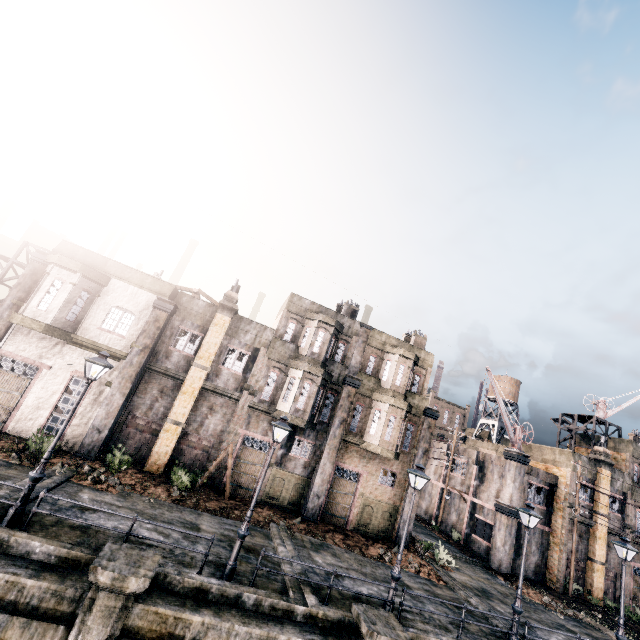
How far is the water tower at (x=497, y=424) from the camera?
48.8m

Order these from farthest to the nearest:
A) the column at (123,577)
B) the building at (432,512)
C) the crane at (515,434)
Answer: the building at (432,512), the crane at (515,434), the column at (123,577)

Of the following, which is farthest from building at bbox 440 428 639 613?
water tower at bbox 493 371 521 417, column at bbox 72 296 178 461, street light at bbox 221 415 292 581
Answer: column at bbox 72 296 178 461

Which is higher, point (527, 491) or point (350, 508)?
point (527, 491)

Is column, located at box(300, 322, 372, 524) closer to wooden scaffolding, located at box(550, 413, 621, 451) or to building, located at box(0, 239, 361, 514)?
building, located at box(0, 239, 361, 514)

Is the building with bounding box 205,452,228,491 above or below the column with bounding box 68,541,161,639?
above

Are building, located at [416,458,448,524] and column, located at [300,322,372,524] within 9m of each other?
no

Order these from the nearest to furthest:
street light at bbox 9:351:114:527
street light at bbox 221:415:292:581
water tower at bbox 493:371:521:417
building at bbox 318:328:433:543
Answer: street light at bbox 9:351:114:527 → street light at bbox 221:415:292:581 → building at bbox 318:328:433:543 → water tower at bbox 493:371:521:417
